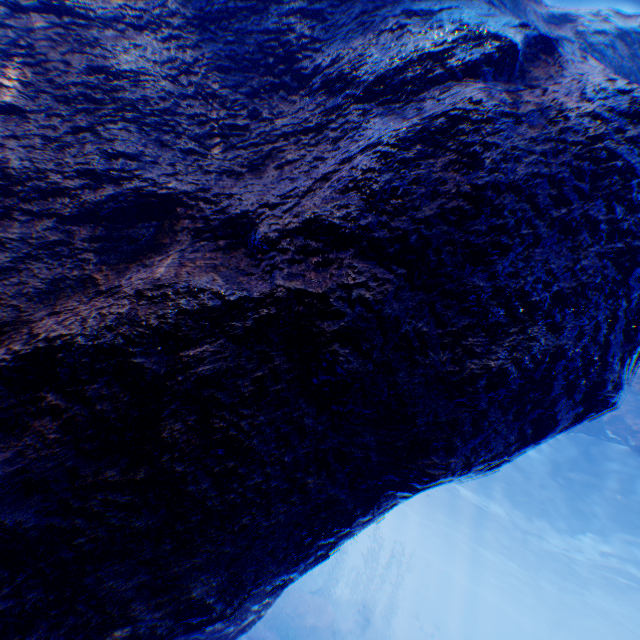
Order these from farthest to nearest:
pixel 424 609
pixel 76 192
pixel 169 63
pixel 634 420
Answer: pixel 424 609, pixel 634 420, pixel 169 63, pixel 76 192

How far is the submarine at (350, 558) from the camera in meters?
52.5 m

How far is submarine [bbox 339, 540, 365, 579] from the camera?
52.53m

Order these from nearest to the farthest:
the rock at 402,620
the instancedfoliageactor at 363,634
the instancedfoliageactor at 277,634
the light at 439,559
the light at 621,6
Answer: the light at 621,6 → the instancedfoliageactor at 277,634 → the light at 439,559 → the instancedfoliageactor at 363,634 → the rock at 402,620

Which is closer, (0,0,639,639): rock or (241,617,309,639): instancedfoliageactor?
(0,0,639,639): rock

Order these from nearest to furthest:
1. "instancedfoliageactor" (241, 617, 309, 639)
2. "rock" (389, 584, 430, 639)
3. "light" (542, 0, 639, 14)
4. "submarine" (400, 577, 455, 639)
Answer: "light" (542, 0, 639, 14) < "instancedfoliageactor" (241, 617, 309, 639) < "rock" (389, 584, 430, 639) < "submarine" (400, 577, 455, 639)

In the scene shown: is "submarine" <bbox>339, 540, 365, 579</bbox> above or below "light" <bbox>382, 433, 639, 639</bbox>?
below

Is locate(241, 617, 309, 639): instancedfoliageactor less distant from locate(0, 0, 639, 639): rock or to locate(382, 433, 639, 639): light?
locate(0, 0, 639, 639): rock
